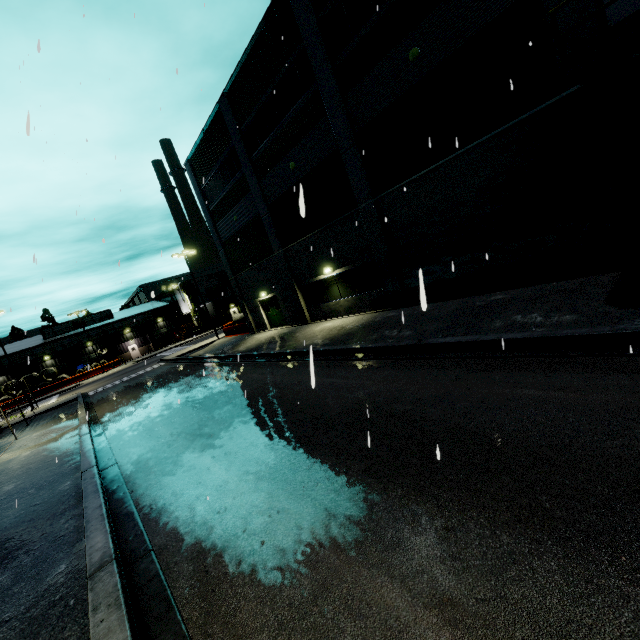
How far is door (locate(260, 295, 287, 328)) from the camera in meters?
24.1 m

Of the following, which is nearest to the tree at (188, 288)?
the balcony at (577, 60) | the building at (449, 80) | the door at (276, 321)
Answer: the building at (449, 80)

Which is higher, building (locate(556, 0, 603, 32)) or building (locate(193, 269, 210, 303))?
building (locate(193, 269, 210, 303))

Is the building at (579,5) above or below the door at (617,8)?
above

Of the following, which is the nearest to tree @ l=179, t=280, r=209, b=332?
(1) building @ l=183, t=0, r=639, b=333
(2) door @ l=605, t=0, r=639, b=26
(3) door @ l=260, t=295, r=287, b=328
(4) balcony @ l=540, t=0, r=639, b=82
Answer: (1) building @ l=183, t=0, r=639, b=333

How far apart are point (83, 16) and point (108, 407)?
17.3m

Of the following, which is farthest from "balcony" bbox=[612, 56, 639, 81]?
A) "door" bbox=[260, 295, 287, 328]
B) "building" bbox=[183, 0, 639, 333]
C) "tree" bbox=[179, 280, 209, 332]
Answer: "door" bbox=[260, 295, 287, 328]

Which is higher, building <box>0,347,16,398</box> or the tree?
the tree
